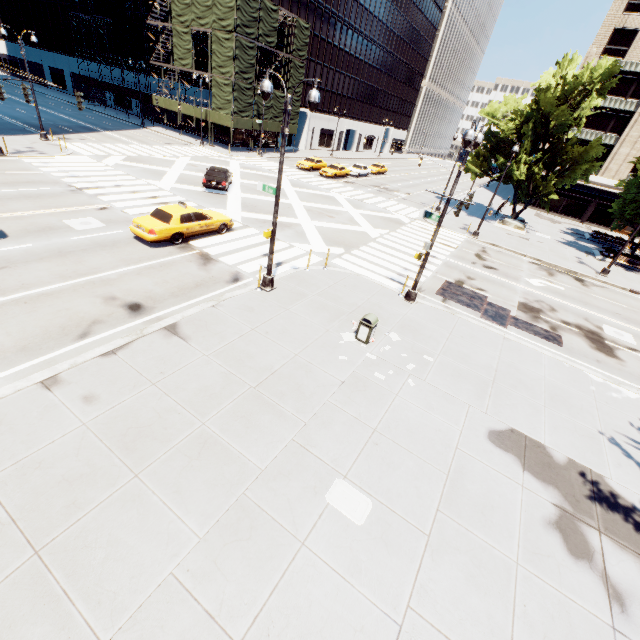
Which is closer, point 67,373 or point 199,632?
point 199,632

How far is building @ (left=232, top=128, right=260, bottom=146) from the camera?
44.9m

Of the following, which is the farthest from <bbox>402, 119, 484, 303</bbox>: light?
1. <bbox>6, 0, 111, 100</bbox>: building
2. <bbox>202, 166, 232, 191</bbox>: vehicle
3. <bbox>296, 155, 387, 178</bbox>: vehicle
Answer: <bbox>6, 0, 111, 100</bbox>: building

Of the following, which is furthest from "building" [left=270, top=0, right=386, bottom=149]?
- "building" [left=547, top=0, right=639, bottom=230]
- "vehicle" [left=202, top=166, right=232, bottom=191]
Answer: "building" [left=547, top=0, right=639, bottom=230]

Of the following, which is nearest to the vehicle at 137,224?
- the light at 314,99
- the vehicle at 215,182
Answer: the light at 314,99

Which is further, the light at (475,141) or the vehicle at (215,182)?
the vehicle at (215,182)

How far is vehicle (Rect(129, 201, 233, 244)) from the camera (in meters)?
14.80

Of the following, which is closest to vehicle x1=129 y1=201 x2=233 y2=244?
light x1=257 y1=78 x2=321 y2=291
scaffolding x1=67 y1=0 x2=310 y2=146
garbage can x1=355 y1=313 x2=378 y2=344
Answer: light x1=257 y1=78 x2=321 y2=291
